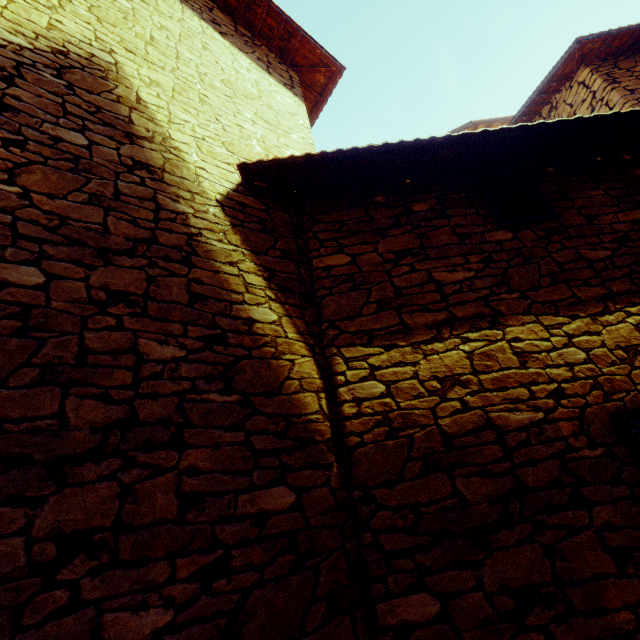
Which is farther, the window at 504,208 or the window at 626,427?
the window at 504,208

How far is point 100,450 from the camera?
1.5 meters

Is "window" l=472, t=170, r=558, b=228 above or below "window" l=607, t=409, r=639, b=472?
above

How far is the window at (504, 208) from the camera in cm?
306

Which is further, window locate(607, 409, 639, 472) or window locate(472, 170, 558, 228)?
window locate(472, 170, 558, 228)

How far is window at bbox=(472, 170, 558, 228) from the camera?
3.1 meters
